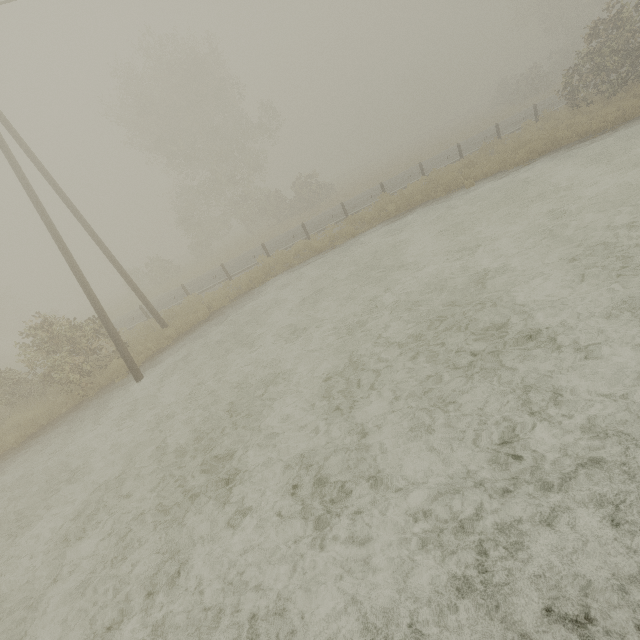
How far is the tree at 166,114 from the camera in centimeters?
2730cm

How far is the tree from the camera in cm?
2730

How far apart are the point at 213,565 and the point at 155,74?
35.41m
